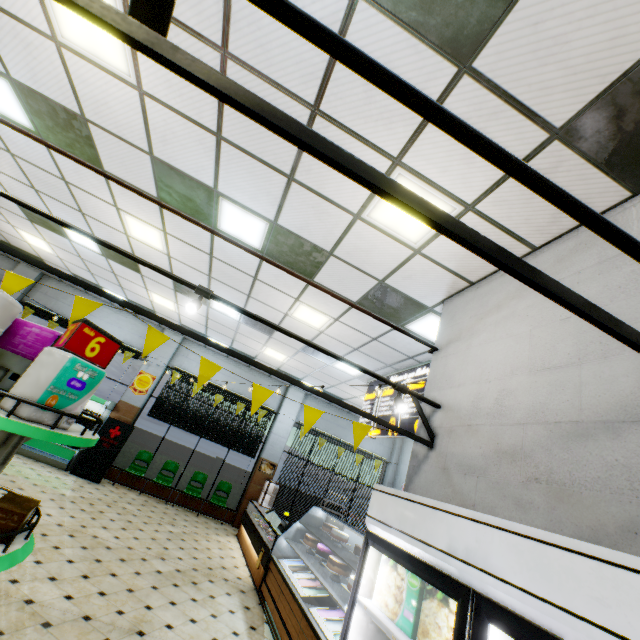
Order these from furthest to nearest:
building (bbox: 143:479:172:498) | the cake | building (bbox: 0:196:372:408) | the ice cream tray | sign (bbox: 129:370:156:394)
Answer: sign (bbox: 129:370:156:394) < building (bbox: 143:479:172:498) < building (bbox: 0:196:372:408) < the cake < the ice cream tray

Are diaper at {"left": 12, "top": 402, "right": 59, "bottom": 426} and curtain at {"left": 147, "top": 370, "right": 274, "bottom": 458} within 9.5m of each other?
no

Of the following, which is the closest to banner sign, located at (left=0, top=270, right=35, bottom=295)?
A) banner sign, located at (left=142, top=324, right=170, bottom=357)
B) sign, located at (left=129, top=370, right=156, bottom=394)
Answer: banner sign, located at (left=142, top=324, right=170, bottom=357)

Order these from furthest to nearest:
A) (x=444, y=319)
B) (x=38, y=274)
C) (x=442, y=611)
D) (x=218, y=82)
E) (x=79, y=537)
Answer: (x=38, y=274), (x=79, y=537), (x=444, y=319), (x=442, y=611), (x=218, y=82)

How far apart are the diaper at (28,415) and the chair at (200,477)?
9.8 meters

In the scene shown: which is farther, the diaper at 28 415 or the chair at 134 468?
the chair at 134 468

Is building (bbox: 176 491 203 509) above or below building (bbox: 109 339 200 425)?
below

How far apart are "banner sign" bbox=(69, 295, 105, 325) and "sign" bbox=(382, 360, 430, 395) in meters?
4.9 m
